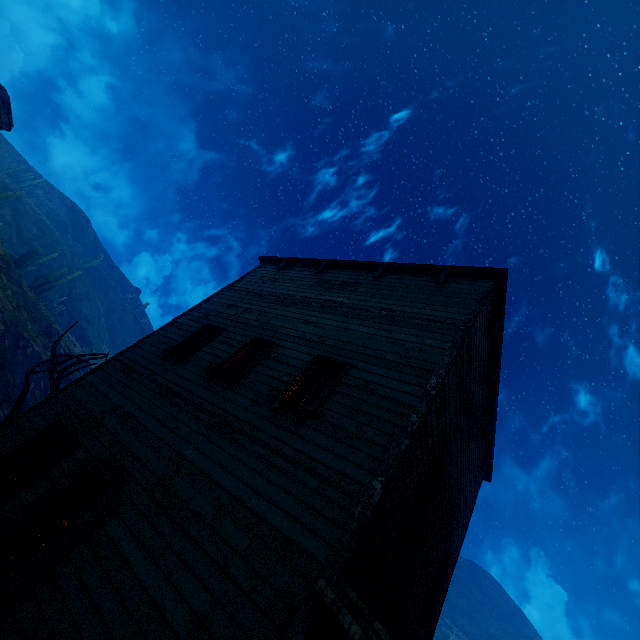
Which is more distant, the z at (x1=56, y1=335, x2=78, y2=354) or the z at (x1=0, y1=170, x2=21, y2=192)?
the z at (x1=0, y1=170, x2=21, y2=192)

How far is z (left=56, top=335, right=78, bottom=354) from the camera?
29.7 meters

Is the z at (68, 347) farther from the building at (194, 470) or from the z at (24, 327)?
the z at (24, 327)

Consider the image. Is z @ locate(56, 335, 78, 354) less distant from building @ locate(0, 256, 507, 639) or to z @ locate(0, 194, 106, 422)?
building @ locate(0, 256, 507, 639)

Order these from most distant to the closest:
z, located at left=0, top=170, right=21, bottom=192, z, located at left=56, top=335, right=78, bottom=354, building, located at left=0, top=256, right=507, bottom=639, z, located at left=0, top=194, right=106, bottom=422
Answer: z, located at left=0, top=170, right=21, bottom=192
z, located at left=56, top=335, right=78, bottom=354
z, located at left=0, top=194, right=106, bottom=422
building, located at left=0, top=256, right=507, bottom=639

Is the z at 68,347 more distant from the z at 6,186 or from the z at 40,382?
the z at 6,186

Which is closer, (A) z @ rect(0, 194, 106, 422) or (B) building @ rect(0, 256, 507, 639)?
(B) building @ rect(0, 256, 507, 639)

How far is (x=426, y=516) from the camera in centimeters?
588cm
